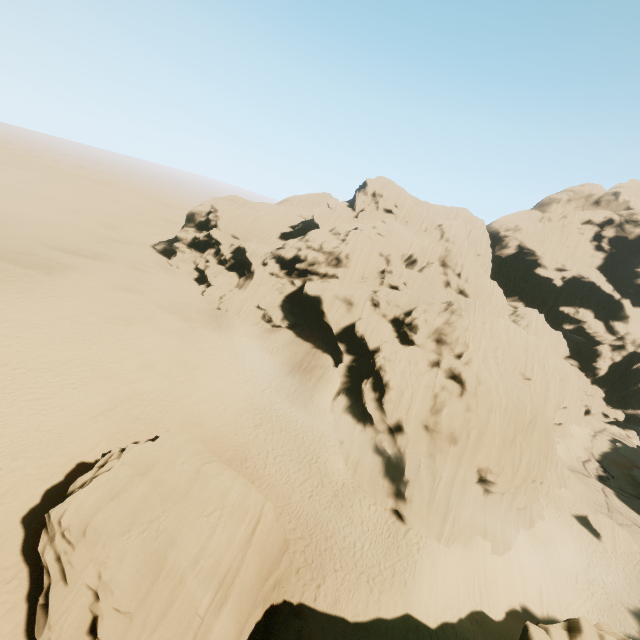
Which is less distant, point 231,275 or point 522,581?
point 522,581

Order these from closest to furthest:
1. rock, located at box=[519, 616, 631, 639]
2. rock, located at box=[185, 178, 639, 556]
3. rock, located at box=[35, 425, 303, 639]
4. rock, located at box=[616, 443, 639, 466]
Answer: rock, located at box=[519, 616, 631, 639], rock, located at box=[35, 425, 303, 639], rock, located at box=[185, 178, 639, 556], rock, located at box=[616, 443, 639, 466]

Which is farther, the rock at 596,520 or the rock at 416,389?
the rock at 596,520

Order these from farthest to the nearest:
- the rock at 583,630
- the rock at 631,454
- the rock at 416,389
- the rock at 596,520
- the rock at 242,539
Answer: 1. the rock at 631,454
2. the rock at 596,520
3. the rock at 416,389
4. the rock at 242,539
5. the rock at 583,630

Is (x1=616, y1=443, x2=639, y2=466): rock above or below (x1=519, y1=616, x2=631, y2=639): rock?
below

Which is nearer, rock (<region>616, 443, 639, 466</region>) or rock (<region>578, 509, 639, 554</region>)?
rock (<region>578, 509, 639, 554</region>)

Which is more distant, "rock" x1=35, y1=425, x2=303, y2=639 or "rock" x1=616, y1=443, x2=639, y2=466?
"rock" x1=616, y1=443, x2=639, y2=466
